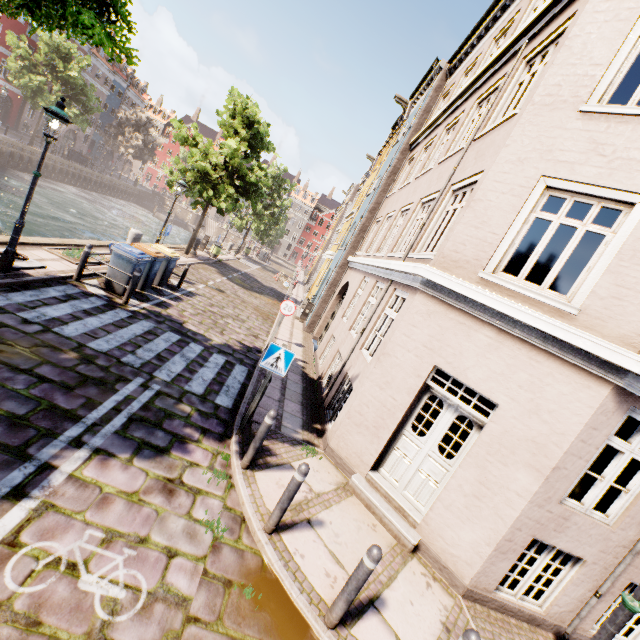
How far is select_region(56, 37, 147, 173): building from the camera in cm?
4419

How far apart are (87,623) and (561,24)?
11.0 meters

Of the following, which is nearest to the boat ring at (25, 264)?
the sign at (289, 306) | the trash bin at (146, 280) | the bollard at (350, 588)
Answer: the trash bin at (146, 280)

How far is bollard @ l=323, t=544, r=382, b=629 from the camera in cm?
347

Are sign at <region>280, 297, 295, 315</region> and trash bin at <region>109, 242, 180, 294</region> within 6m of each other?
yes

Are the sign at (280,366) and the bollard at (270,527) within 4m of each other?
yes

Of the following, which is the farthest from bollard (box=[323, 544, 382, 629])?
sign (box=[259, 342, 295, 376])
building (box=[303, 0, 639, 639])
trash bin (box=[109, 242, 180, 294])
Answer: building (box=[303, 0, 639, 639])

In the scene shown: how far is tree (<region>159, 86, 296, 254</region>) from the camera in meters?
17.0
